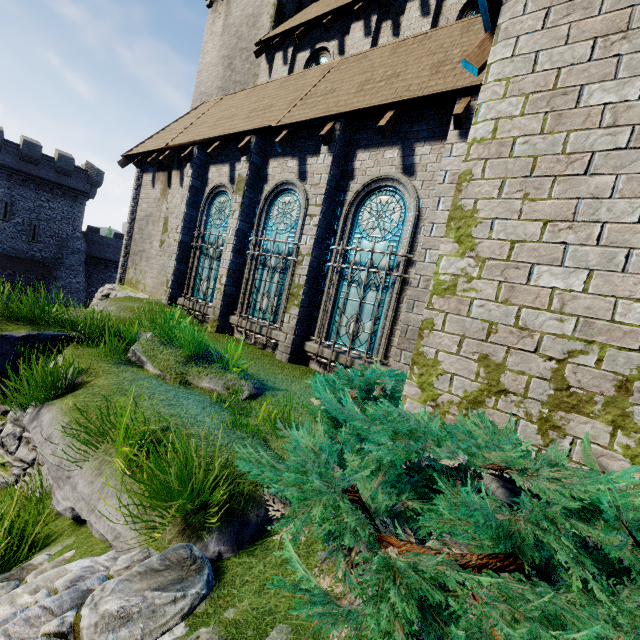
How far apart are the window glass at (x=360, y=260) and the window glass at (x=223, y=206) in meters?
4.5

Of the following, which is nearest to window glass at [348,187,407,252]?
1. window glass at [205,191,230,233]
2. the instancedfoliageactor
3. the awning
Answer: window glass at [205,191,230,233]

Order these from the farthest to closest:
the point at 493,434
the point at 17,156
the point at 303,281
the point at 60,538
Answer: the point at 17,156, the point at 303,281, the point at 60,538, the point at 493,434

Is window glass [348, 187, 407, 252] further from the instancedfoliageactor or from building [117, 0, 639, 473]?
the instancedfoliageactor

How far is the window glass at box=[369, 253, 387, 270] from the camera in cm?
702

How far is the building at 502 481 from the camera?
2.8 meters

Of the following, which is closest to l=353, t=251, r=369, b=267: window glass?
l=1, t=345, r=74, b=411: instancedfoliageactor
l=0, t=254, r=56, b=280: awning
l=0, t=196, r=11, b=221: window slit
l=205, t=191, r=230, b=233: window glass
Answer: l=205, t=191, r=230, b=233: window glass

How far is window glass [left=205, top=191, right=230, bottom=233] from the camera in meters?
10.5 m
